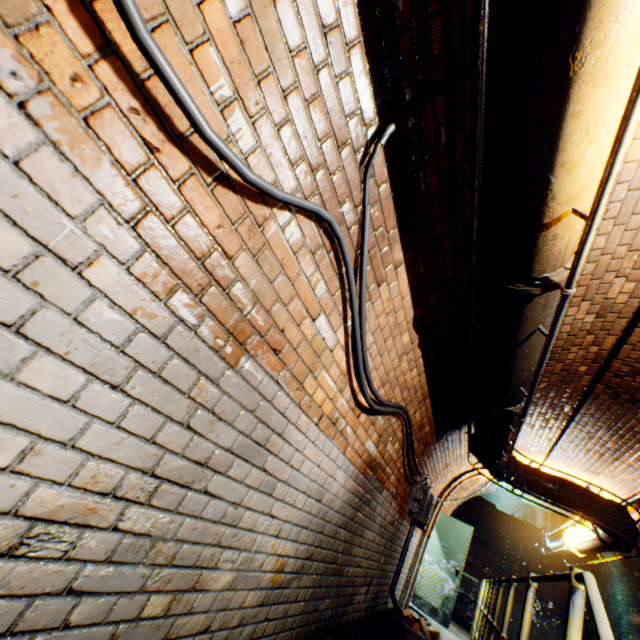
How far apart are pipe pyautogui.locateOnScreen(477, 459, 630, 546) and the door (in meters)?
3.04

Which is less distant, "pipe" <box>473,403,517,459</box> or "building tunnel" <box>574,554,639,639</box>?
"pipe" <box>473,403,517,459</box>

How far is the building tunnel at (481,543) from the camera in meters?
6.6

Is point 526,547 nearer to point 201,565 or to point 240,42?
point 201,565

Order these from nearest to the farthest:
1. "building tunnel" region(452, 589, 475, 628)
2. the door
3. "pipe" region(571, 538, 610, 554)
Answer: "pipe" region(571, 538, 610, 554), the door, "building tunnel" region(452, 589, 475, 628)

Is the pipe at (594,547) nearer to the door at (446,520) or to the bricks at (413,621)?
the door at (446,520)

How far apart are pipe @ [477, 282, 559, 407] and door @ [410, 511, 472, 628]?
6.3m

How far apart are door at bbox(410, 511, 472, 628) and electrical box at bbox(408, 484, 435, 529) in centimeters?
374cm
